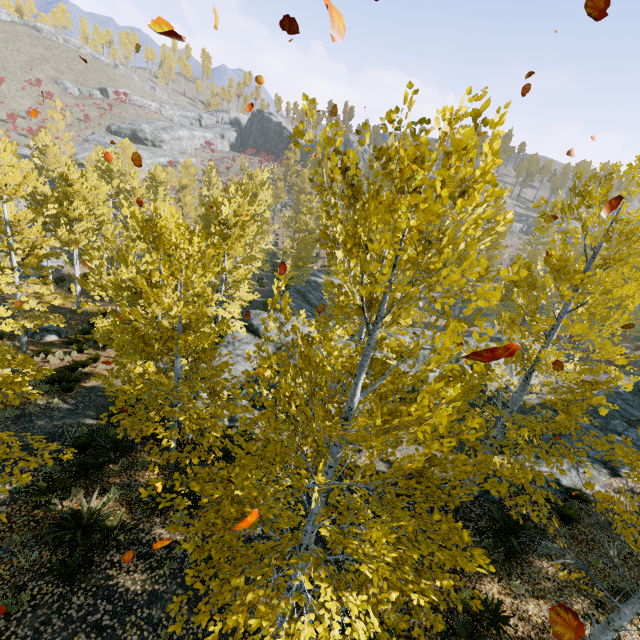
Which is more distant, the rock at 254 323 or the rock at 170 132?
the rock at 170 132

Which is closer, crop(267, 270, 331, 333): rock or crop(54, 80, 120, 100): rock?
crop(267, 270, 331, 333): rock

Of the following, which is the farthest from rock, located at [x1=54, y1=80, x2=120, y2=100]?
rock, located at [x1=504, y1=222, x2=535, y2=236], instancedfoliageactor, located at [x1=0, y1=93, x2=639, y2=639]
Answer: rock, located at [x1=504, y1=222, x2=535, y2=236]

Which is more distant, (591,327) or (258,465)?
(591,327)

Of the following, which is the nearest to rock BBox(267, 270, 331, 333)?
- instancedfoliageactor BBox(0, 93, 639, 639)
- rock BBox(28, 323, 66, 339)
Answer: instancedfoliageactor BBox(0, 93, 639, 639)

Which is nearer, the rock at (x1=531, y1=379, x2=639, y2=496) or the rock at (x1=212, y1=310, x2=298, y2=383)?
the rock at (x1=531, y1=379, x2=639, y2=496)

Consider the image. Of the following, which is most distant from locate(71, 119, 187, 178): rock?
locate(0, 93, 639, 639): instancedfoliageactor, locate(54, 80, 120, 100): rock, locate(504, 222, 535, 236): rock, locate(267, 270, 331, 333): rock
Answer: locate(504, 222, 535, 236): rock

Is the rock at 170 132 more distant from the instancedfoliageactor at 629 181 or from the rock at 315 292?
the rock at 315 292
